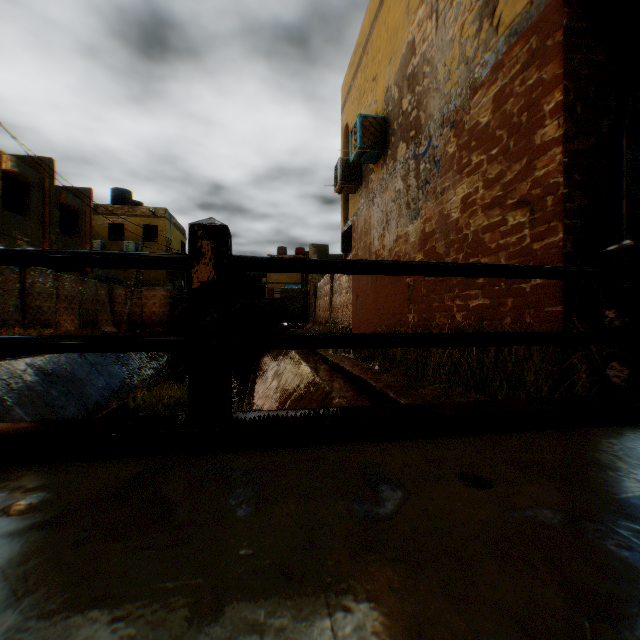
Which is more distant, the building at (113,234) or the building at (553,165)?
the building at (113,234)

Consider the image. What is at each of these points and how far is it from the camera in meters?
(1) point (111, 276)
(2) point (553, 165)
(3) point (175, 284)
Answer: (1) building, 25.5
(2) building, 3.4
(3) building, 28.4

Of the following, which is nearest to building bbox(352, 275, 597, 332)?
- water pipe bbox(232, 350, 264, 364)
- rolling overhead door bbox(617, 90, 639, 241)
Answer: rolling overhead door bbox(617, 90, 639, 241)

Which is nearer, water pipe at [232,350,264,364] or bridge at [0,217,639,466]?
bridge at [0,217,639,466]

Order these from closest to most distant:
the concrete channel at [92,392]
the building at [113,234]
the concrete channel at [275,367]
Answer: the concrete channel at [275,367] → the concrete channel at [92,392] → the building at [113,234]

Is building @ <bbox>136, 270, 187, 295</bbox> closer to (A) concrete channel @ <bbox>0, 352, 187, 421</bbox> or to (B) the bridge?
(A) concrete channel @ <bbox>0, 352, 187, 421</bbox>

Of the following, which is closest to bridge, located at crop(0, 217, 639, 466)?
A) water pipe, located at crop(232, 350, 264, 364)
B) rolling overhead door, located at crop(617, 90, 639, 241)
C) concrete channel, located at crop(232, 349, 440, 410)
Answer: concrete channel, located at crop(232, 349, 440, 410)

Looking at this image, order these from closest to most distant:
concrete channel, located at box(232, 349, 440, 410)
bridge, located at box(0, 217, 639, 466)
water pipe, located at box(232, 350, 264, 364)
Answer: bridge, located at box(0, 217, 639, 466)
concrete channel, located at box(232, 349, 440, 410)
water pipe, located at box(232, 350, 264, 364)
